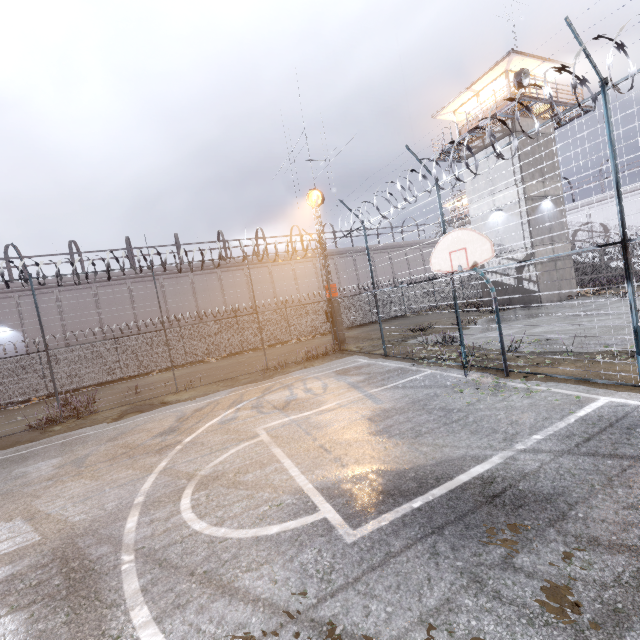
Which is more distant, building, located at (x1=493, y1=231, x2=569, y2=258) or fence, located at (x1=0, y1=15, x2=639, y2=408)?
building, located at (x1=493, y1=231, x2=569, y2=258)

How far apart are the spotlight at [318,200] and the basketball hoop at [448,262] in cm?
1171

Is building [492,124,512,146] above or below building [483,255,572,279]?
above

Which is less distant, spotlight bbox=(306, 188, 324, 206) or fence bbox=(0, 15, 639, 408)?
fence bbox=(0, 15, 639, 408)

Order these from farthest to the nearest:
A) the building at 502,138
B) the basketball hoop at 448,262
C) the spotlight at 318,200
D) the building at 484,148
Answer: the building at 484,148
the building at 502,138
the spotlight at 318,200
the basketball hoop at 448,262

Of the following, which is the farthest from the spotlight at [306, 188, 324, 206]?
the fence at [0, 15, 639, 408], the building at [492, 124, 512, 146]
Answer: the building at [492, 124, 512, 146]

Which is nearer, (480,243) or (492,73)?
(480,243)

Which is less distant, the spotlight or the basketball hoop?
the basketball hoop
